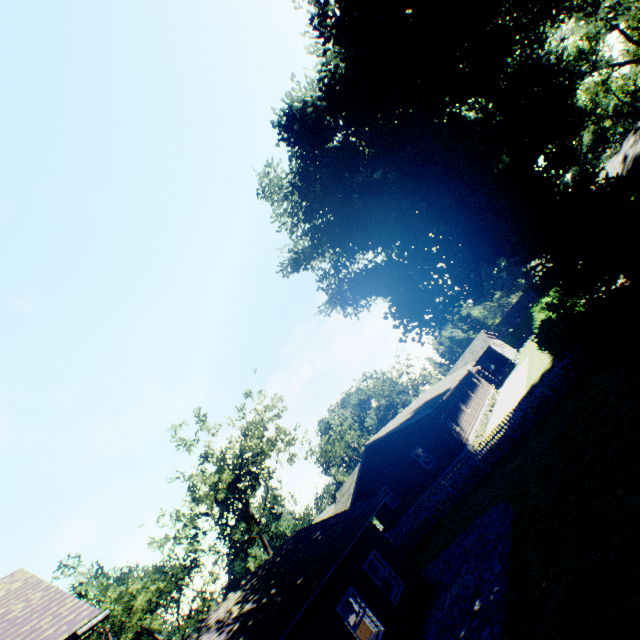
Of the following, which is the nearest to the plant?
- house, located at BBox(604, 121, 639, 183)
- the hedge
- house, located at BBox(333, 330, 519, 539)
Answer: the hedge

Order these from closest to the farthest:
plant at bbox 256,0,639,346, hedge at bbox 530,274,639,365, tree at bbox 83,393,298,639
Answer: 1. hedge at bbox 530,274,639,365
2. plant at bbox 256,0,639,346
3. tree at bbox 83,393,298,639

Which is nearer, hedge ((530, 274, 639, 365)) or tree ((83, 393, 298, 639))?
hedge ((530, 274, 639, 365))

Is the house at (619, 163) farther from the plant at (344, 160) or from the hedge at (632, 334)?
the hedge at (632, 334)

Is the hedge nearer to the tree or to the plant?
the tree

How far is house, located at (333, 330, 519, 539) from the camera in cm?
2450

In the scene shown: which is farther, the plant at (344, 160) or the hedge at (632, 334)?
the plant at (344, 160)

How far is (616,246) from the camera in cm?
1831
